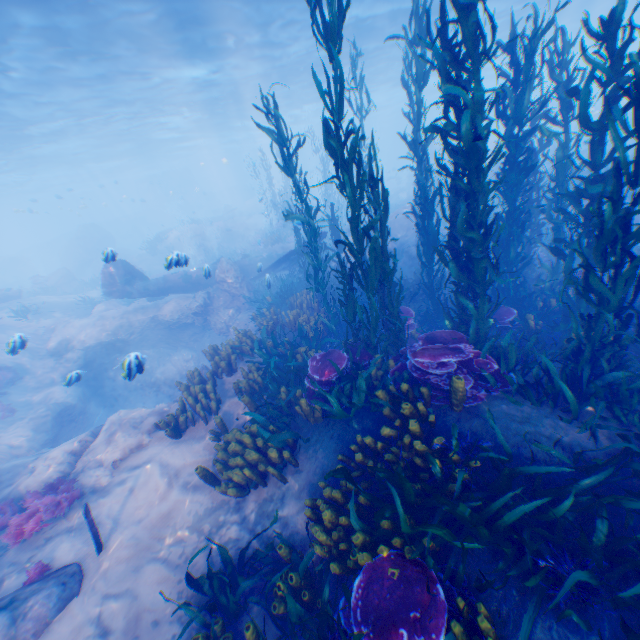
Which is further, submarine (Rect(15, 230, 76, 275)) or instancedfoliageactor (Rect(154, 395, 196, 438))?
submarine (Rect(15, 230, 76, 275))

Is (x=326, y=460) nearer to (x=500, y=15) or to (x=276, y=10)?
(x=276, y=10)

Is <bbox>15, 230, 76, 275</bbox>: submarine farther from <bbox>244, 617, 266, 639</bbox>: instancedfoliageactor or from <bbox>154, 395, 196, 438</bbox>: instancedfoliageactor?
<bbox>244, 617, 266, 639</bbox>: instancedfoliageactor

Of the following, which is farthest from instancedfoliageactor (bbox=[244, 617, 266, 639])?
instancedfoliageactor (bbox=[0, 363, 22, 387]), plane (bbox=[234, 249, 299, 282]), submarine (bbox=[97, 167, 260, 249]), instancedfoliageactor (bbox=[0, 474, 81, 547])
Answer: submarine (bbox=[97, 167, 260, 249])

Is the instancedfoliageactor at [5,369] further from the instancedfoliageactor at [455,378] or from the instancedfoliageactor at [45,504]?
the instancedfoliageactor at [45,504]

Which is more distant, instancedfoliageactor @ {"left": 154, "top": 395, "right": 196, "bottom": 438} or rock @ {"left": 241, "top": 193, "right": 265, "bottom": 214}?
rock @ {"left": 241, "top": 193, "right": 265, "bottom": 214}

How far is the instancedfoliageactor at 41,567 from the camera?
5.40m

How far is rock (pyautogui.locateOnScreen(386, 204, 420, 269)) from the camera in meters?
15.7
